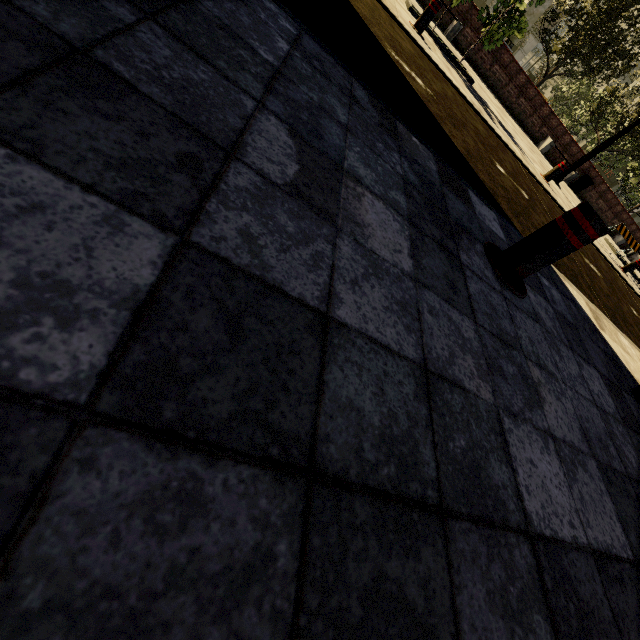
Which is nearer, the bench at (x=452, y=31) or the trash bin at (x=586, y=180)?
the bench at (x=452, y=31)

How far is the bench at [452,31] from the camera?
12.1m

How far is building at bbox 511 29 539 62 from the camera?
49.3m

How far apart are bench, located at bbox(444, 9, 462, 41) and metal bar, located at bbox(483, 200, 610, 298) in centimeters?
1486cm

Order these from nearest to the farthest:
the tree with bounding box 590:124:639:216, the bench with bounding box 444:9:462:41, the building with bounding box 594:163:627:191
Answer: the bench with bounding box 444:9:462:41, the tree with bounding box 590:124:639:216, the building with bounding box 594:163:627:191

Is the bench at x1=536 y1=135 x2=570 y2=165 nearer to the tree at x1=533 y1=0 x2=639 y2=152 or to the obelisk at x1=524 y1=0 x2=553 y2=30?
the tree at x1=533 y1=0 x2=639 y2=152

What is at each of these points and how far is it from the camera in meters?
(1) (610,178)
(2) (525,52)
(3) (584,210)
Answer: (1) building, 50.7
(2) building, 50.9
(3) metal bar, 1.8

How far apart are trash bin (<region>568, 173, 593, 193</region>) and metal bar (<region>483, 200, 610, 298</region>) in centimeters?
1968cm
